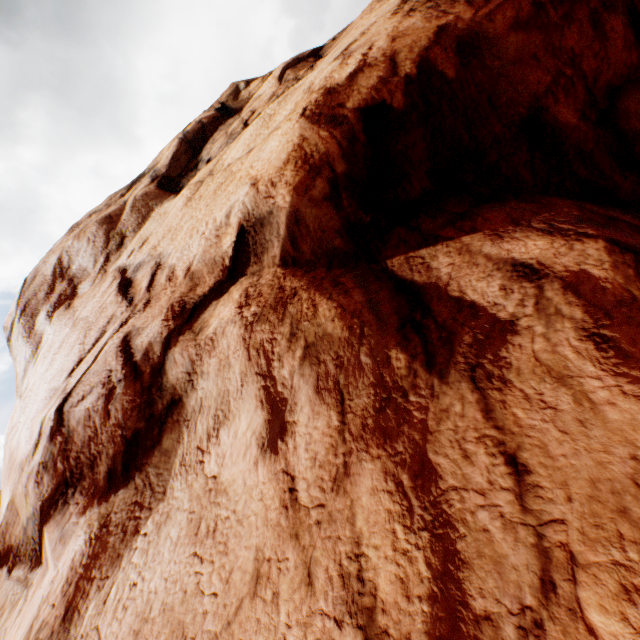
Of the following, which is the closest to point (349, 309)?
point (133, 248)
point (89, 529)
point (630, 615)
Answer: point (630, 615)
